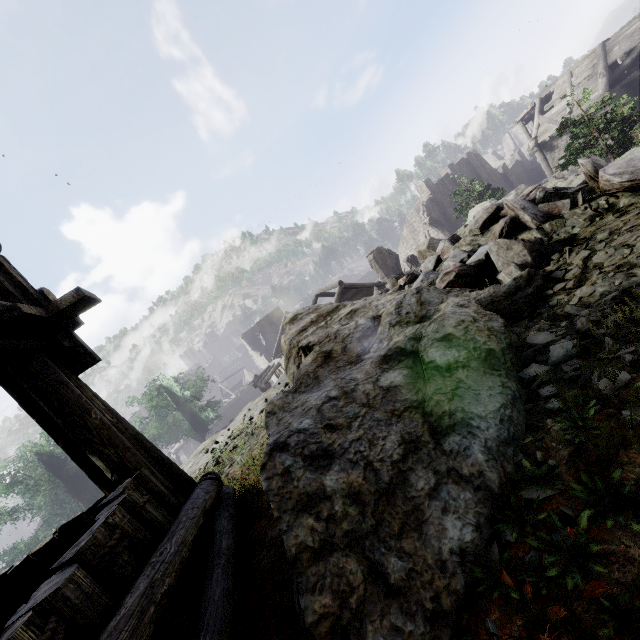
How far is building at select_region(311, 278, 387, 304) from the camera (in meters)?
22.25

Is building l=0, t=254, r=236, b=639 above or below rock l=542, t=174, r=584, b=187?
above

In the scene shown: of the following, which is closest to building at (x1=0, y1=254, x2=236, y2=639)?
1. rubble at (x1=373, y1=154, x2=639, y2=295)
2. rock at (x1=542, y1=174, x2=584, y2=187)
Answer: rock at (x1=542, y1=174, x2=584, y2=187)

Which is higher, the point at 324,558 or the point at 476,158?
the point at 476,158

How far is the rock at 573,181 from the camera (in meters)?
6.43

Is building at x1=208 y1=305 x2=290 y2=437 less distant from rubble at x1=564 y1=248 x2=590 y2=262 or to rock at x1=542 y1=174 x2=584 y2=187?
rock at x1=542 y1=174 x2=584 y2=187

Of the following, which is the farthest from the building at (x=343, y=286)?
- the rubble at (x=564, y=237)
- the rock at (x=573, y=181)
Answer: the rubble at (x=564, y=237)
